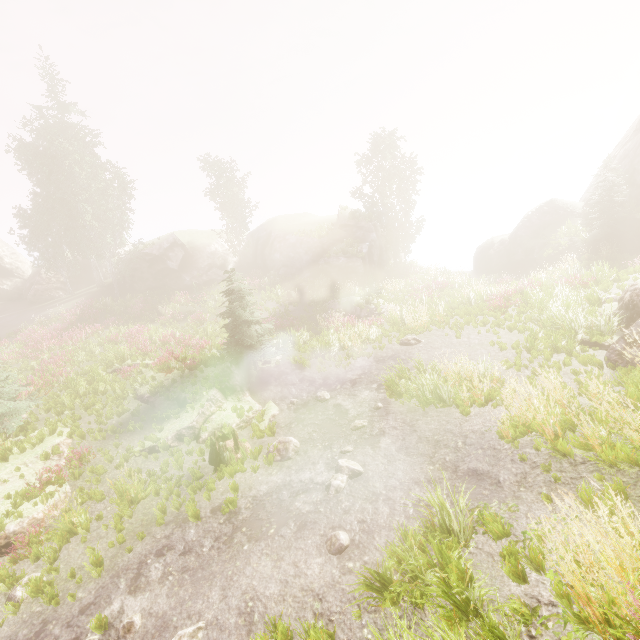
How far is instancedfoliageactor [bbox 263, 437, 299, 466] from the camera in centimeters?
953cm

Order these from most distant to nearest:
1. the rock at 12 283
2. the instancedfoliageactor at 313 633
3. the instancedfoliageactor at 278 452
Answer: the rock at 12 283 < the instancedfoliageactor at 278 452 < the instancedfoliageactor at 313 633

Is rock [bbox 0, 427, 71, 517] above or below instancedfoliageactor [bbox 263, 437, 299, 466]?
above

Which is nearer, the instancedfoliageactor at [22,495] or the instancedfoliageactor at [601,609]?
the instancedfoliageactor at [601,609]

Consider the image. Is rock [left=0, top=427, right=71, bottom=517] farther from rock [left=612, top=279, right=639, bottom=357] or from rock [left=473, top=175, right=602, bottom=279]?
rock [left=473, top=175, right=602, bottom=279]

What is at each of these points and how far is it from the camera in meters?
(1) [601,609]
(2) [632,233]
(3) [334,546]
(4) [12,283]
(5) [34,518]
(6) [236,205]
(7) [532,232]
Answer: (1) instancedfoliageactor, 2.8
(2) rock, 22.2
(3) instancedfoliageactor, 5.9
(4) rock, 39.4
(5) rock, 8.4
(6) instancedfoliageactor, 34.7
(7) rock, 29.0

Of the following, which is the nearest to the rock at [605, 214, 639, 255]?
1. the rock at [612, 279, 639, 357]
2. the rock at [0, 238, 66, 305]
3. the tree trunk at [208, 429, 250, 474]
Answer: the rock at [612, 279, 639, 357]

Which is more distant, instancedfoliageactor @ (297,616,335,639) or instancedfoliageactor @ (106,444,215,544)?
instancedfoliageactor @ (106,444,215,544)
